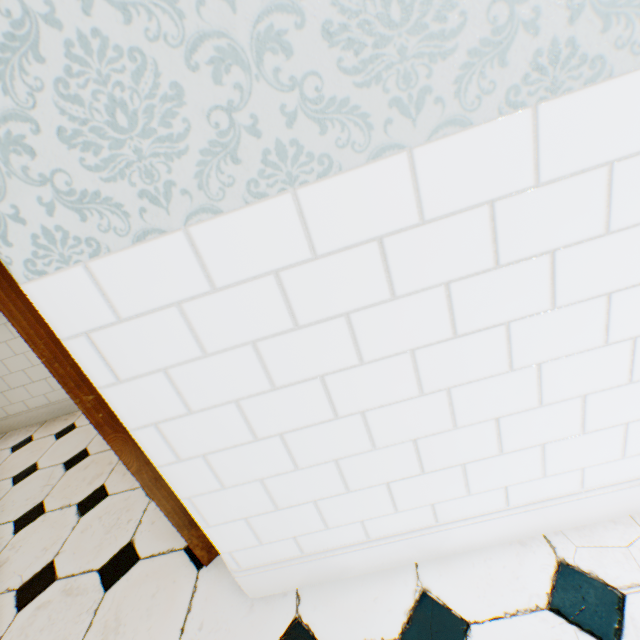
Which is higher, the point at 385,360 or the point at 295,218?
the point at 295,218
